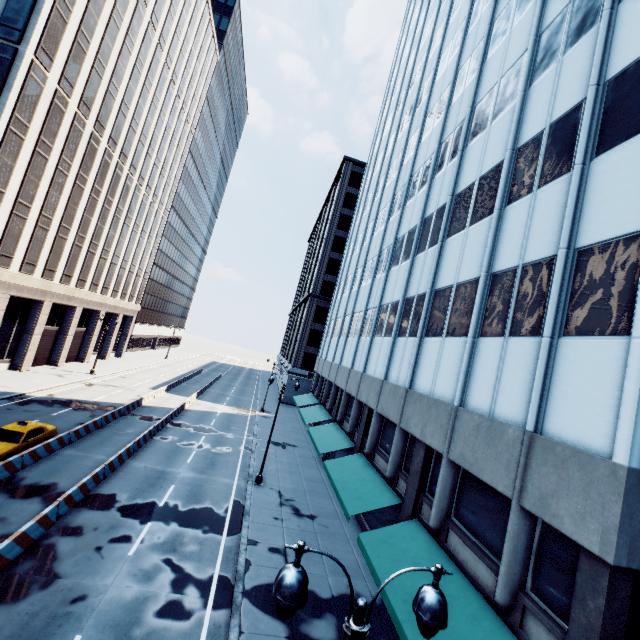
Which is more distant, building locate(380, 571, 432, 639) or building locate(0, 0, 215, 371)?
building locate(0, 0, 215, 371)

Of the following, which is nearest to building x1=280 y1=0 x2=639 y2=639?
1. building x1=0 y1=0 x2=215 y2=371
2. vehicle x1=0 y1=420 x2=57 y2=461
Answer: vehicle x1=0 y1=420 x2=57 y2=461

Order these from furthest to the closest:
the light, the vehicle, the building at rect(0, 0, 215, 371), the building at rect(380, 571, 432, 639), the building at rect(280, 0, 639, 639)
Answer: the building at rect(0, 0, 215, 371), the vehicle, the building at rect(380, 571, 432, 639), the building at rect(280, 0, 639, 639), the light

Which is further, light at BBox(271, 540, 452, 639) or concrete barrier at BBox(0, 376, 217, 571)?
concrete barrier at BBox(0, 376, 217, 571)

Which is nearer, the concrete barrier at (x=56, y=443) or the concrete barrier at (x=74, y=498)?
the concrete barrier at (x=74, y=498)

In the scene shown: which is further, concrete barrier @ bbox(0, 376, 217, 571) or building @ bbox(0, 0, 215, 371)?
building @ bbox(0, 0, 215, 371)

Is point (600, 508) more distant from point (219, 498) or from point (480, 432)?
point (219, 498)

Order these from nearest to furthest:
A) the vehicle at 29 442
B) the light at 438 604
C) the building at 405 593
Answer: the light at 438 604 < the building at 405 593 < the vehicle at 29 442
